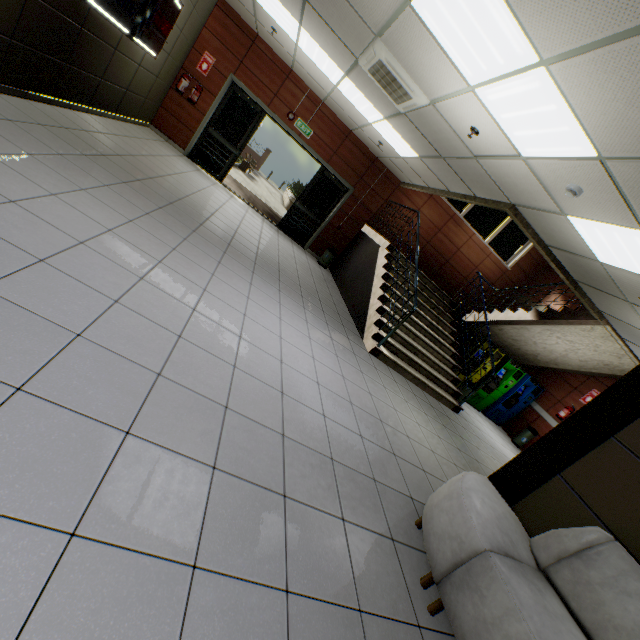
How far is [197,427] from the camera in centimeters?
196cm

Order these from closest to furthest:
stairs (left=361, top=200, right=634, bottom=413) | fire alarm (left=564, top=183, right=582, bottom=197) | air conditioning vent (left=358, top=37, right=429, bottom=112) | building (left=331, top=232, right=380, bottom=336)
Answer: fire alarm (left=564, top=183, right=582, bottom=197)
air conditioning vent (left=358, top=37, right=429, bottom=112)
stairs (left=361, top=200, right=634, bottom=413)
building (left=331, top=232, right=380, bottom=336)

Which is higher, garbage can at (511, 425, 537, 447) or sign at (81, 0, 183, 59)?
sign at (81, 0, 183, 59)

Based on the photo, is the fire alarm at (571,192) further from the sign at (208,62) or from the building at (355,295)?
the sign at (208,62)

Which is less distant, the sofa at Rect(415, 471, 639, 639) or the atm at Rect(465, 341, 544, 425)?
the sofa at Rect(415, 471, 639, 639)

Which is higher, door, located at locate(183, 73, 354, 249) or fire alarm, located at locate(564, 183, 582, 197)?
fire alarm, located at locate(564, 183, 582, 197)

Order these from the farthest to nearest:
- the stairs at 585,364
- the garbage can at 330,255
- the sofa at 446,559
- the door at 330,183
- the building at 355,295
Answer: A: the garbage can at 330,255 → the door at 330,183 → the building at 355,295 → the stairs at 585,364 → the sofa at 446,559

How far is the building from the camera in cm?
720
